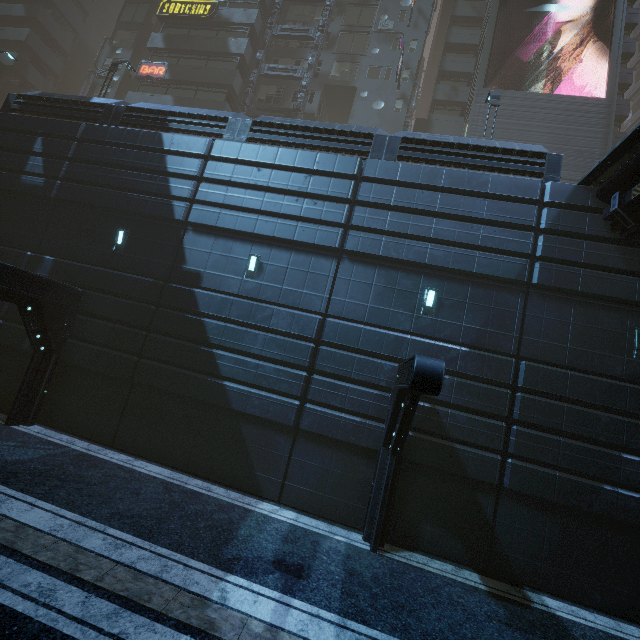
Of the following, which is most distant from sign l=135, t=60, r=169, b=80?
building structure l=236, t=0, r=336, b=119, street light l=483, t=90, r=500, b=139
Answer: street light l=483, t=90, r=500, b=139

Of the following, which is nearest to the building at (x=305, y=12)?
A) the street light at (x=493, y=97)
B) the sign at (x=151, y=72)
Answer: the sign at (x=151, y=72)

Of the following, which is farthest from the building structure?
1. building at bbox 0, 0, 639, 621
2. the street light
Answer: the street light

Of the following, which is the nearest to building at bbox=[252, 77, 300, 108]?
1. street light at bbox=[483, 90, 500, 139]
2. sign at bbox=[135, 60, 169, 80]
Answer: sign at bbox=[135, 60, 169, 80]

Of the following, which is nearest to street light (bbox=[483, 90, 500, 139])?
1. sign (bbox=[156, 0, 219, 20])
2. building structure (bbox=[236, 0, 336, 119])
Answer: building structure (bbox=[236, 0, 336, 119])

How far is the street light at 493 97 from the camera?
14.3 meters

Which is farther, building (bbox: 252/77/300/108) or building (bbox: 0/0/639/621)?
building (bbox: 252/77/300/108)

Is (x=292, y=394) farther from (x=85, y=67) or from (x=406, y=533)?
(x=85, y=67)
